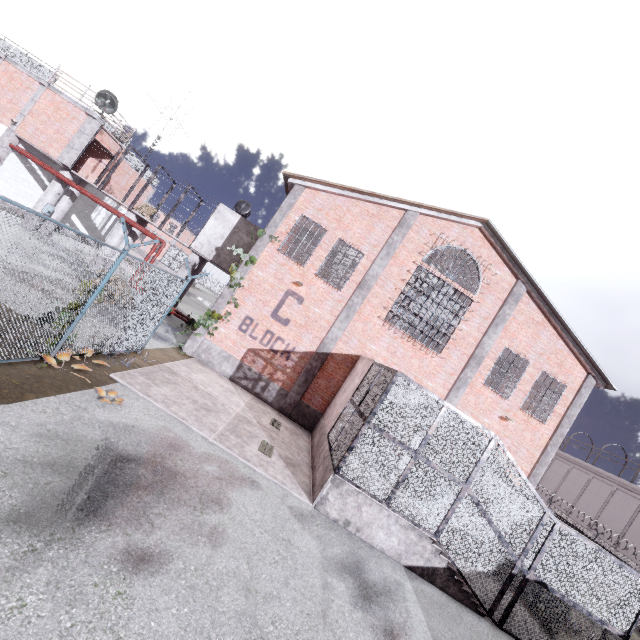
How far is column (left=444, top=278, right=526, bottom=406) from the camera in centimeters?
1427cm

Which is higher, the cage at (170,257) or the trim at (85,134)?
the trim at (85,134)

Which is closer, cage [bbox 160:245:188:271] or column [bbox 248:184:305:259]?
column [bbox 248:184:305:259]

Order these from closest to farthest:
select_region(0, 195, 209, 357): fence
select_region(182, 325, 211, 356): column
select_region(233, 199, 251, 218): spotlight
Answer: select_region(0, 195, 209, 357): fence → select_region(182, 325, 211, 356): column → select_region(233, 199, 251, 218): spotlight

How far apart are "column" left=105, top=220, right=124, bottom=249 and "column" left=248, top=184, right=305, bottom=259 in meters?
8.4

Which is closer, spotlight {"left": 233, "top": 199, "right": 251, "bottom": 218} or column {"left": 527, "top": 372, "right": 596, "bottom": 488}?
column {"left": 527, "top": 372, "right": 596, "bottom": 488}

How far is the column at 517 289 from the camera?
14.3 meters

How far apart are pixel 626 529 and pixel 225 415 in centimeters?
3708cm
